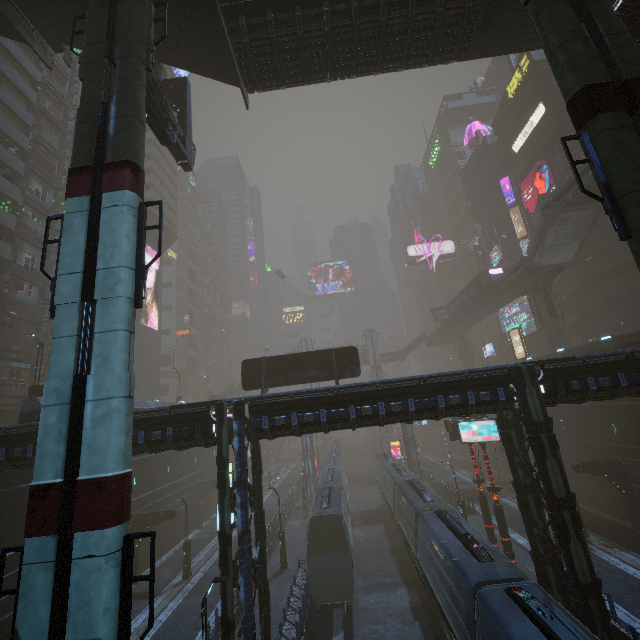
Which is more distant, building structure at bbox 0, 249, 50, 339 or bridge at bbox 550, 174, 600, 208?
building structure at bbox 0, 249, 50, 339

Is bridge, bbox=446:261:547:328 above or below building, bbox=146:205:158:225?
below

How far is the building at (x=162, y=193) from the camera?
47.4m

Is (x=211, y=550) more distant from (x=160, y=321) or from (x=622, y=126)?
(x=622, y=126)

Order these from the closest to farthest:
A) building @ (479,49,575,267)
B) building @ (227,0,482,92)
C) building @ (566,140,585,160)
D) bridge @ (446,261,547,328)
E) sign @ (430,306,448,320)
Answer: building @ (227,0,482,92) < bridge @ (446,261,547,328) < building @ (566,140,585,160) < building @ (479,49,575,267) < sign @ (430,306,448,320)

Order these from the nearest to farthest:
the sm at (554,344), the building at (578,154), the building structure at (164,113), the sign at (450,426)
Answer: the building structure at (164,113), the sign at (450,426), the sm at (554,344), the building at (578,154)

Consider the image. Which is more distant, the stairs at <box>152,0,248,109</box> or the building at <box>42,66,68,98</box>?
the building at <box>42,66,68,98</box>

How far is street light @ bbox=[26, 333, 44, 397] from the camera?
22.2 meters
